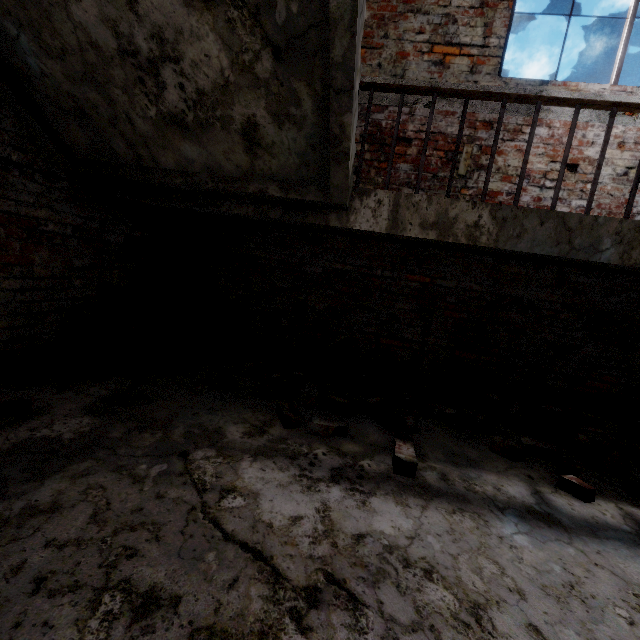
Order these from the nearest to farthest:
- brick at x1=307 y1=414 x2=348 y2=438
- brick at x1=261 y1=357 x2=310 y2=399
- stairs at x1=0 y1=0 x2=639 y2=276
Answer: stairs at x1=0 y1=0 x2=639 y2=276, brick at x1=307 y1=414 x2=348 y2=438, brick at x1=261 y1=357 x2=310 y2=399

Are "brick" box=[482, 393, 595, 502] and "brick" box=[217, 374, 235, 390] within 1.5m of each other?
no

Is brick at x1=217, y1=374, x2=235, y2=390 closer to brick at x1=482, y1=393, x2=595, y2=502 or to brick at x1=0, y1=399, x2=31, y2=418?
brick at x1=0, y1=399, x2=31, y2=418

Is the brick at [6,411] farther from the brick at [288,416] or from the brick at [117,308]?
the brick at [288,416]

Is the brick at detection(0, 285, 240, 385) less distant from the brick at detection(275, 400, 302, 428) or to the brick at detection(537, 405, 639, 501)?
the brick at detection(275, 400, 302, 428)

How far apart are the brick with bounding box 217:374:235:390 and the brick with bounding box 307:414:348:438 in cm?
85

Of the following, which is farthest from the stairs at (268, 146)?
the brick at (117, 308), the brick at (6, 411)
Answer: the brick at (6, 411)

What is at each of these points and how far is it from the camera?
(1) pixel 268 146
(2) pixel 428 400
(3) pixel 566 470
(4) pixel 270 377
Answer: (1) stairs, 2.2m
(2) brick, 3.0m
(3) brick, 2.2m
(4) brick, 2.7m
